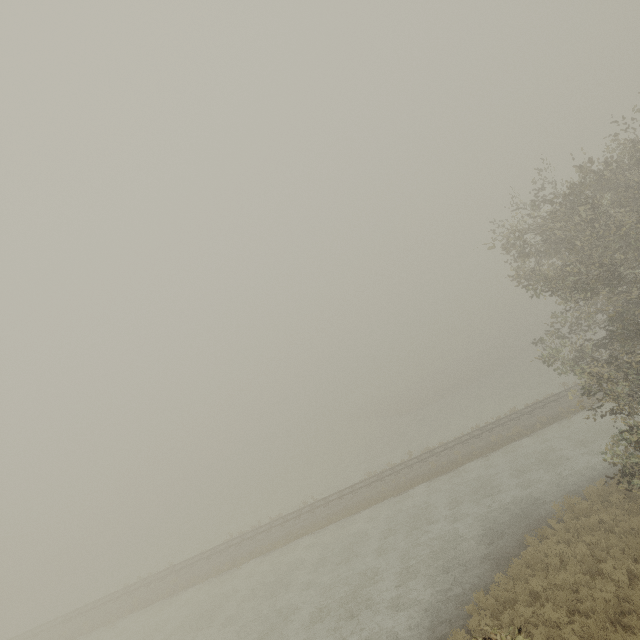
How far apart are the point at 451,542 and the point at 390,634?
6.2 meters
